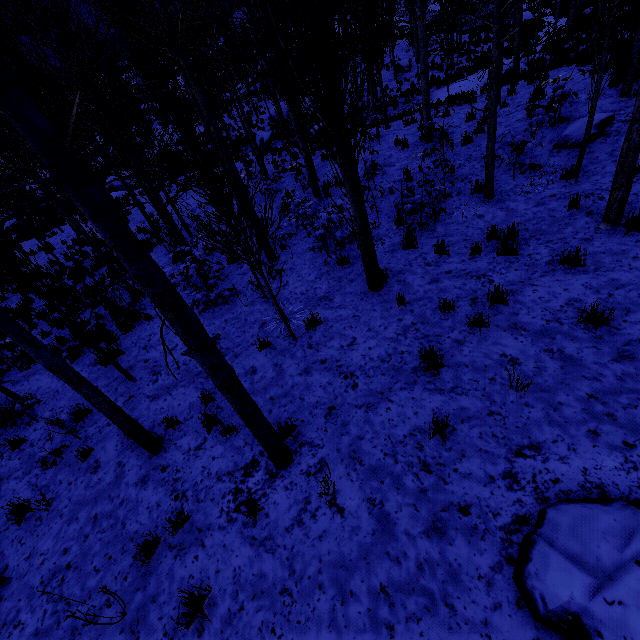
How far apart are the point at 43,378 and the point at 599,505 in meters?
10.1 m

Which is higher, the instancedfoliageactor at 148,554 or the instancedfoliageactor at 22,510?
the instancedfoliageactor at 22,510

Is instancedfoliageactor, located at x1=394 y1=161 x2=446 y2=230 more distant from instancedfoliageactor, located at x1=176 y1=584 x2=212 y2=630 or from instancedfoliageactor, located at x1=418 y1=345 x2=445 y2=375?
instancedfoliageactor, located at x1=418 y1=345 x2=445 y2=375

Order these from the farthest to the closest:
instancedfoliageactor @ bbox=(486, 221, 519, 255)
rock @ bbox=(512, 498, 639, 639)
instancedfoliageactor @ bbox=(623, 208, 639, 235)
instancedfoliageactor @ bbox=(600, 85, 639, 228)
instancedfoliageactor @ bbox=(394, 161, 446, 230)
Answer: instancedfoliageactor @ bbox=(394, 161, 446, 230)
instancedfoliageactor @ bbox=(486, 221, 519, 255)
instancedfoliageactor @ bbox=(623, 208, 639, 235)
instancedfoliageactor @ bbox=(600, 85, 639, 228)
rock @ bbox=(512, 498, 639, 639)

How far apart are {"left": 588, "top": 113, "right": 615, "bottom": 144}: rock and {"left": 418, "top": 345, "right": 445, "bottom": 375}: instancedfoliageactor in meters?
6.8 m

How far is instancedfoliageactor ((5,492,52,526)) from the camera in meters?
4.8 m

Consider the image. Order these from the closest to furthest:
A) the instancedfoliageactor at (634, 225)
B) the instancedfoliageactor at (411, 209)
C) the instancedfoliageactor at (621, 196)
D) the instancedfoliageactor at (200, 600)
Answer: the instancedfoliageactor at (200, 600), the instancedfoliageactor at (621, 196), the instancedfoliageactor at (634, 225), the instancedfoliageactor at (411, 209)
